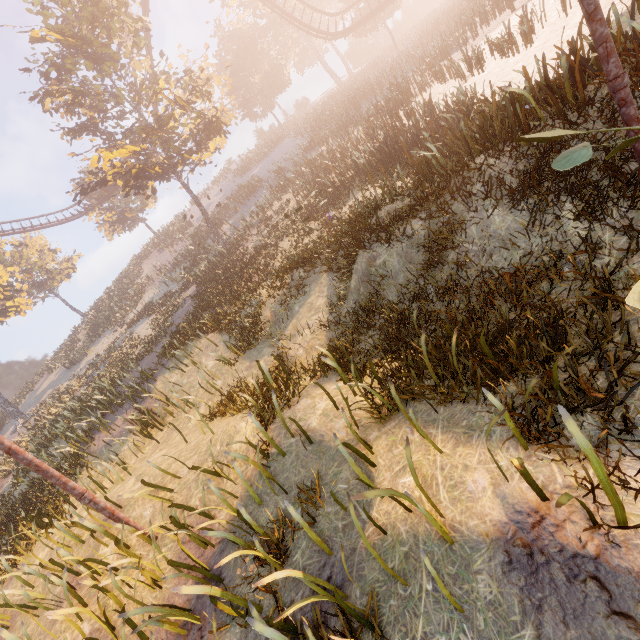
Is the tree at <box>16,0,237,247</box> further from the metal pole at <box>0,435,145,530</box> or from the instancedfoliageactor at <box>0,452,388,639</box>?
the instancedfoliageactor at <box>0,452,388,639</box>

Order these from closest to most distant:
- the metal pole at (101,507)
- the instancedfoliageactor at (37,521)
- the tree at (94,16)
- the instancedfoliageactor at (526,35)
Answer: the instancedfoliageactor at (37,521) → the metal pole at (101,507) → the instancedfoliageactor at (526,35) → the tree at (94,16)

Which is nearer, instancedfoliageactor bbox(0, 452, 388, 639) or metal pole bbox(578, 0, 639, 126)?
instancedfoliageactor bbox(0, 452, 388, 639)

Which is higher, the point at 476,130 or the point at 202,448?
the point at 476,130

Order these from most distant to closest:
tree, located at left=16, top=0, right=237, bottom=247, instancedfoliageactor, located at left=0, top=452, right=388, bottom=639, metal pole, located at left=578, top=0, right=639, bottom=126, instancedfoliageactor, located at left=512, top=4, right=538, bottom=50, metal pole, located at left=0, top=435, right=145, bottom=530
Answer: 1. tree, located at left=16, top=0, right=237, bottom=247
2. instancedfoliageactor, located at left=512, top=4, right=538, bottom=50
3. metal pole, located at left=0, top=435, right=145, bottom=530
4. metal pole, located at left=578, top=0, right=639, bottom=126
5. instancedfoliageactor, located at left=0, top=452, right=388, bottom=639

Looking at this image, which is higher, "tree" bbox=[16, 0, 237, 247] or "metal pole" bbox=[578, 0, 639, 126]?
"tree" bbox=[16, 0, 237, 247]

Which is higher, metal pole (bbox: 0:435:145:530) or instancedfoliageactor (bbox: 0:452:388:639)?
metal pole (bbox: 0:435:145:530)

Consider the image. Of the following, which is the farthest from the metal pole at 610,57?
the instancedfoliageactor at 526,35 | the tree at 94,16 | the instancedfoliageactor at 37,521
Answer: the instancedfoliageactor at 526,35
